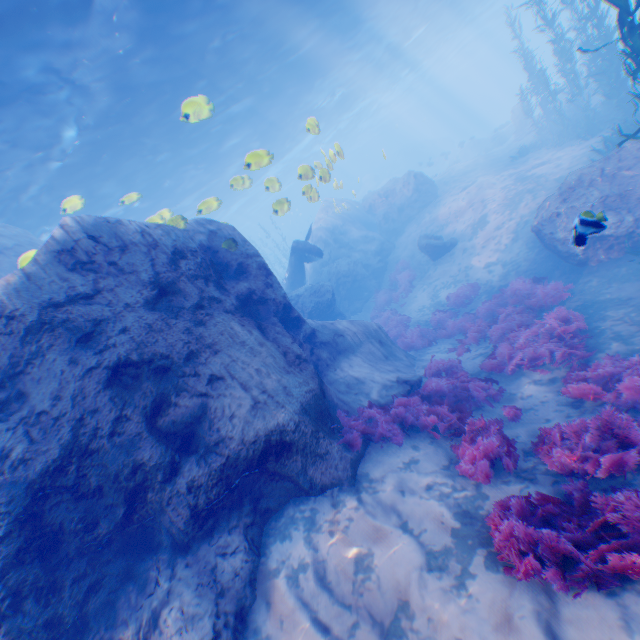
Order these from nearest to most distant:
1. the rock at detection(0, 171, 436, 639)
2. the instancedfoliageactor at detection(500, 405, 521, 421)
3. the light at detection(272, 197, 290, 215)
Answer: the rock at detection(0, 171, 436, 639) < the instancedfoliageactor at detection(500, 405, 521, 421) < the light at detection(272, 197, 290, 215)

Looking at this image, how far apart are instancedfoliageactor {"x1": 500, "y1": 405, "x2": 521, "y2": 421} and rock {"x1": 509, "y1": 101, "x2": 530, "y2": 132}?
29.93m

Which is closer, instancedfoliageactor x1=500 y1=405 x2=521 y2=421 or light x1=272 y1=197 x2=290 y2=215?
instancedfoliageactor x1=500 y1=405 x2=521 y2=421

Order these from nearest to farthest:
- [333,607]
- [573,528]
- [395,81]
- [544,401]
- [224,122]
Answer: [573,528] < [333,607] < [544,401] < [224,122] < [395,81]

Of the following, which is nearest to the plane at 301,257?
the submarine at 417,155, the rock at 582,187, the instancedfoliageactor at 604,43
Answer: the rock at 582,187

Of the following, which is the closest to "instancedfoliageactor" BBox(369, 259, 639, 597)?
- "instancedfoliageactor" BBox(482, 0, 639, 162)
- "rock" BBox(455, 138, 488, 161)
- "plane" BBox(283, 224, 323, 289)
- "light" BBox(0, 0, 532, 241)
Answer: "plane" BBox(283, 224, 323, 289)

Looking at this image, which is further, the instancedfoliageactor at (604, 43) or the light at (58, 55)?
the light at (58, 55)

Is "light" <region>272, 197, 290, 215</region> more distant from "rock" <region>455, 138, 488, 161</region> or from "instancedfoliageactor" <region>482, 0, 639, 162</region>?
"rock" <region>455, 138, 488, 161</region>
